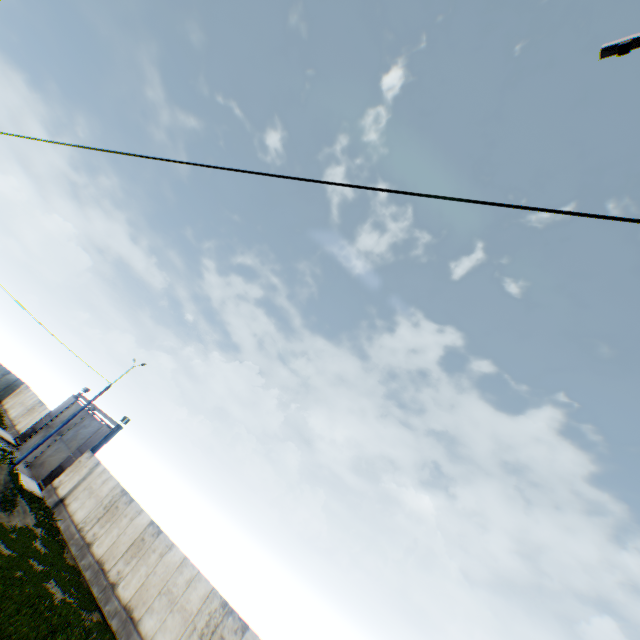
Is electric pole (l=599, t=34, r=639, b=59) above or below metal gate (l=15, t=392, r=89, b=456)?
above

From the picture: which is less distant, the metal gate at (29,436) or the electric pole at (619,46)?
the electric pole at (619,46)

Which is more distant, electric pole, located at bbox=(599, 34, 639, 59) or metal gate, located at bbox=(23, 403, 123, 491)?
metal gate, located at bbox=(23, 403, 123, 491)

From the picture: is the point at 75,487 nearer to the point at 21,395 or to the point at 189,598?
the point at 189,598

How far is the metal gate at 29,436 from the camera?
28.7 meters

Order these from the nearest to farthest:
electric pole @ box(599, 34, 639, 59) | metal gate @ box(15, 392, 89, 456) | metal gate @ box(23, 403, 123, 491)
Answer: electric pole @ box(599, 34, 639, 59) → metal gate @ box(23, 403, 123, 491) → metal gate @ box(15, 392, 89, 456)

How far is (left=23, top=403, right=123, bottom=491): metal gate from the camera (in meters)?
24.64
